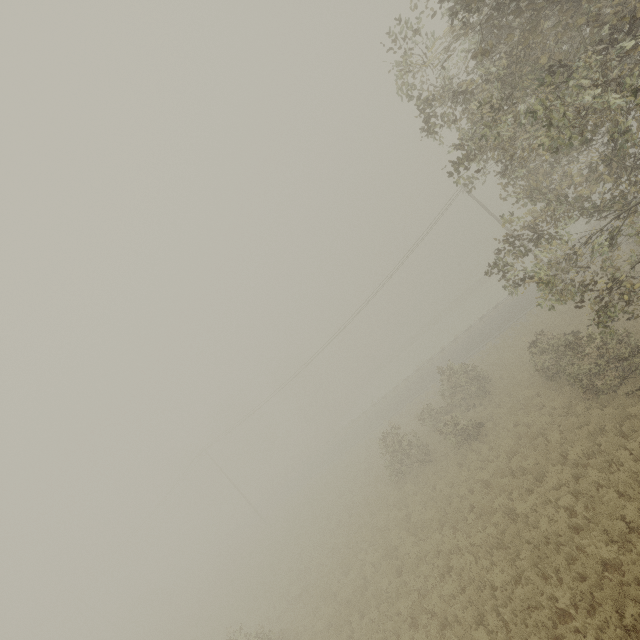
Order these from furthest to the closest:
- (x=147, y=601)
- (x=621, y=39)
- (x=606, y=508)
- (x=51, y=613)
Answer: (x=51, y=613) → (x=147, y=601) → (x=606, y=508) → (x=621, y=39)
